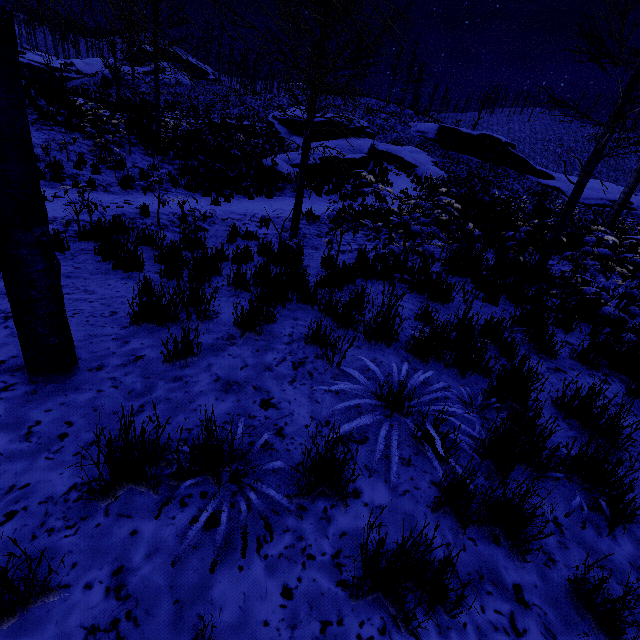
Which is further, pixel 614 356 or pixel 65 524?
pixel 614 356

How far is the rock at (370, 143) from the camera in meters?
19.6

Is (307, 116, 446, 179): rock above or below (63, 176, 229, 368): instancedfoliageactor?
above

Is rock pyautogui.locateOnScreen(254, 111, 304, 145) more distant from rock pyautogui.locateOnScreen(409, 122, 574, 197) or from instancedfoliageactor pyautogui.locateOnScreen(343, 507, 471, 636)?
instancedfoliageactor pyautogui.locateOnScreen(343, 507, 471, 636)

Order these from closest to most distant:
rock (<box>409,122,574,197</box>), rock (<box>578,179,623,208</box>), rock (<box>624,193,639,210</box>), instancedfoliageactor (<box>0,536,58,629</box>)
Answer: instancedfoliageactor (<box>0,536,58,629</box>) → rock (<box>578,179,623,208</box>) → rock (<box>624,193,639,210</box>) → rock (<box>409,122,574,197</box>)

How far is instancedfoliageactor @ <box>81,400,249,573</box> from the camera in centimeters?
A: 141cm

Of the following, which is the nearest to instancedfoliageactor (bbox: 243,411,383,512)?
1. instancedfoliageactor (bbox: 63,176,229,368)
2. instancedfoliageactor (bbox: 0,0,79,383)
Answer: instancedfoliageactor (bbox: 0,0,79,383)

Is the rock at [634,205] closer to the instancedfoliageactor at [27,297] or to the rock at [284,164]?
the rock at [284,164]
